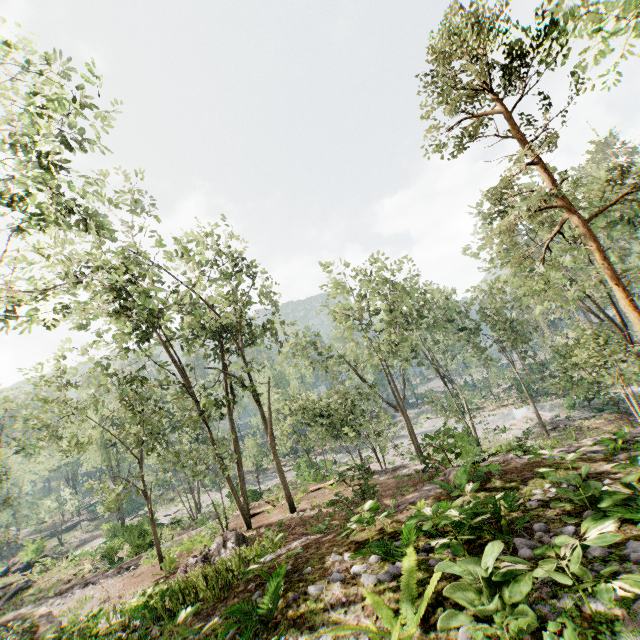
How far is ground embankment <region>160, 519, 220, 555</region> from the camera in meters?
18.3

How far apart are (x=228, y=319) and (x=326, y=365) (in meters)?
11.21

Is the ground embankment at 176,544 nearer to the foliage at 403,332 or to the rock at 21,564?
the rock at 21,564

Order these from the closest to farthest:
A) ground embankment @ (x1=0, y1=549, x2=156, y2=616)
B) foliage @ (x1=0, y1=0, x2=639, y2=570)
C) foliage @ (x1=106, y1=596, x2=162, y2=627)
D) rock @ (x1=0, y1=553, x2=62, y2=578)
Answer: foliage @ (x1=106, y1=596, x2=162, y2=627) < foliage @ (x1=0, y1=0, x2=639, y2=570) < ground embankment @ (x1=0, y1=549, x2=156, y2=616) < rock @ (x1=0, y1=553, x2=62, y2=578)

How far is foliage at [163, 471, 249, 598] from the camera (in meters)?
7.77

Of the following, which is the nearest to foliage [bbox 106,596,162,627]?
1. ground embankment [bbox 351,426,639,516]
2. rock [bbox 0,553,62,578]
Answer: rock [bbox 0,553,62,578]

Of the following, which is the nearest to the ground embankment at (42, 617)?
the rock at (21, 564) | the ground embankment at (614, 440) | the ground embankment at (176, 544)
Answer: the ground embankment at (176, 544)
